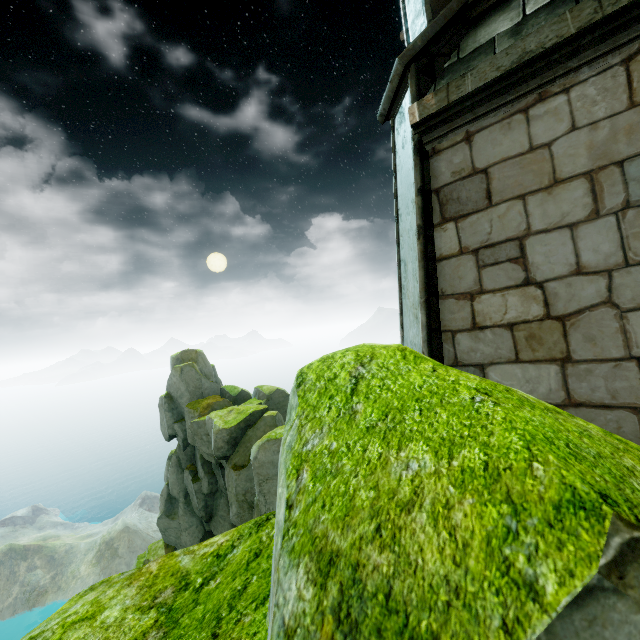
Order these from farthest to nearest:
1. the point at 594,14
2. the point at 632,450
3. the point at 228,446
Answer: the point at 228,446
the point at 594,14
the point at 632,450

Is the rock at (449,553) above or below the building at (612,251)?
below

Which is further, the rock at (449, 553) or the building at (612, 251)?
the building at (612, 251)

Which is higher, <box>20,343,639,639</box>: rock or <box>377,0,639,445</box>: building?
<box>377,0,639,445</box>: building

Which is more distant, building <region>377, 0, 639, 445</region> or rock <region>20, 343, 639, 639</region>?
building <region>377, 0, 639, 445</region>
